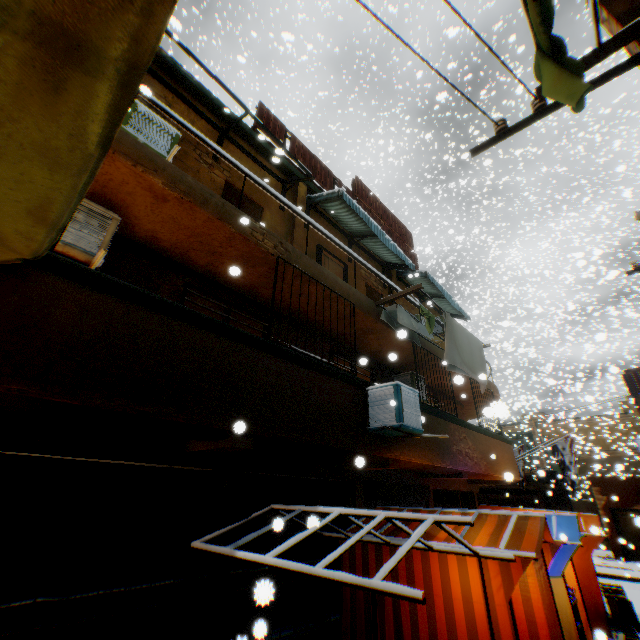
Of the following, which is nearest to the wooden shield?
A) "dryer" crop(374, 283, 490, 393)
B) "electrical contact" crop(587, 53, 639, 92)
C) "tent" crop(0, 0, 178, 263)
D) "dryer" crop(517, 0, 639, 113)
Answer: "dryer" crop(374, 283, 490, 393)

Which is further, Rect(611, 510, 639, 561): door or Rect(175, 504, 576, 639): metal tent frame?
Rect(611, 510, 639, 561): door

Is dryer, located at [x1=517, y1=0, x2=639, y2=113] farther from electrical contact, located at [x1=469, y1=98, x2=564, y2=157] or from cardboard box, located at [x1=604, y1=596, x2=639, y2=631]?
cardboard box, located at [x1=604, y1=596, x2=639, y2=631]

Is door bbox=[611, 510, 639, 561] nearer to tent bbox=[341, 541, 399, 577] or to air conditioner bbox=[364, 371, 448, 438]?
tent bbox=[341, 541, 399, 577]

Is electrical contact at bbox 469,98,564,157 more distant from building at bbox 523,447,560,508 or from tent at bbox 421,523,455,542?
tent at bbox 421,523,455,542

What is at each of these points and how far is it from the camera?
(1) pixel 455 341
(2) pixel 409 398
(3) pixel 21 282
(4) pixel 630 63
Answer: (1) dryer, 7.6m
(2) air conditioner, 6.1m
(3) building, 3.0m
(4) electrical contact, 3.5m

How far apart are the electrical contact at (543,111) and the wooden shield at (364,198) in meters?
6.5 m

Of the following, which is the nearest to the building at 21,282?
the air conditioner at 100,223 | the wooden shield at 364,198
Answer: the air conditioner at 100,223
